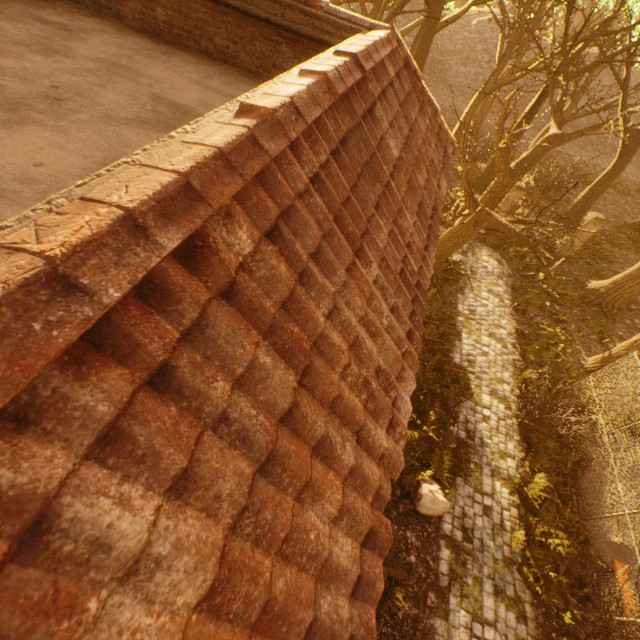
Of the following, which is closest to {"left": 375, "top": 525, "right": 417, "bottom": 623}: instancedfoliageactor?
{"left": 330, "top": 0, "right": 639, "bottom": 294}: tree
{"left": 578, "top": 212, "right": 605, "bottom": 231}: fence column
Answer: {"left": 330, "top": 0, "right": 639, "bottom": 294}: tree

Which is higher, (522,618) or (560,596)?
(560,596)

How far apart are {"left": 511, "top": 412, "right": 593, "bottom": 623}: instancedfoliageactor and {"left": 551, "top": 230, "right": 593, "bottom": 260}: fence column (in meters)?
13.53

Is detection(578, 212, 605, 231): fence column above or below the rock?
above

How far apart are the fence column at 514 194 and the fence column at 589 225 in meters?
3.3

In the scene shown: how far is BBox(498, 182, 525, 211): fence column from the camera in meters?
15.4

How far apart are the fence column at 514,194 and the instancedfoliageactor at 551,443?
13.5 meters

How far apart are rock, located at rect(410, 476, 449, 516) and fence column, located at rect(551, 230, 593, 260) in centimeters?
1489cm
